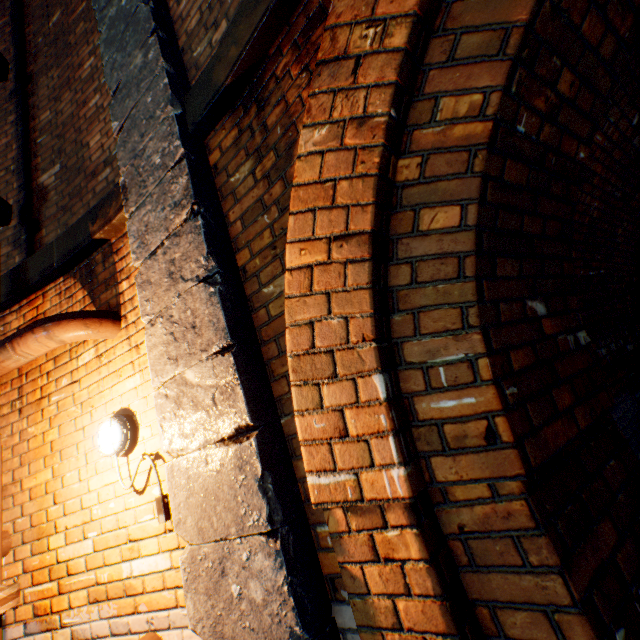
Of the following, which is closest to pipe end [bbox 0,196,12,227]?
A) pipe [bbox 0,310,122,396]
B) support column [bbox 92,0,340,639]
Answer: pipe [bbox 0,310,122,396]

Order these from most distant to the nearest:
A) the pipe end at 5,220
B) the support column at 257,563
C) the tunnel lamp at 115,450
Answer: the pipe end at 5,220, the tunnel lamp at 115,450, the support column at 257,563

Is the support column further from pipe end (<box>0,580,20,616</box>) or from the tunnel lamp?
pipe end (<box>0,580,20,616</box>)

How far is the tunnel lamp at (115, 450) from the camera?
1.82m

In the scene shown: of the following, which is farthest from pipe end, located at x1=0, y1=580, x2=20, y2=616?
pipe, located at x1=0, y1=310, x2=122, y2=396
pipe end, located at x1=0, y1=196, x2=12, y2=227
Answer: pipe end, located at x1=0, y1=196, x2=12, y2=227

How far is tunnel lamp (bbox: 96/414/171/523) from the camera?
1.8 meters

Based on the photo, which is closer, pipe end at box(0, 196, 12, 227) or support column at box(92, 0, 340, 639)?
support column at box(92, 0, 340, 639)

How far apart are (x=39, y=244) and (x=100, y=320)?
1.5m
